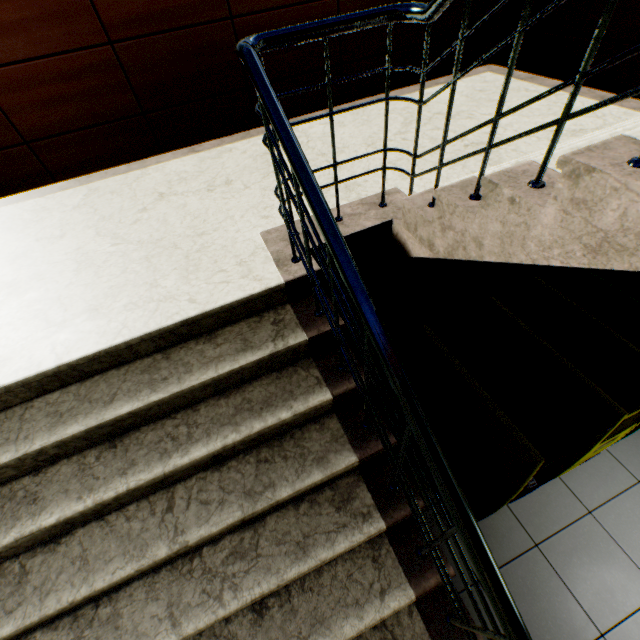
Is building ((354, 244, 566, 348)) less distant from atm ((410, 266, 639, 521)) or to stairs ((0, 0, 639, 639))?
stairs ((0, 0, 639, 639))

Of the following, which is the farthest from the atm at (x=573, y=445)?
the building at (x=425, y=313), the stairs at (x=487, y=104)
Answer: the building at (x=425, y=313)

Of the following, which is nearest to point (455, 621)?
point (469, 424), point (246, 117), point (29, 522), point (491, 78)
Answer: point (469, 424)

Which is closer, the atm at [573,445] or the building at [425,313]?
the atm at [573,445]

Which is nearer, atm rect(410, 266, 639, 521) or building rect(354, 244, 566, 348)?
atm rect(410, 266, 639, 521)

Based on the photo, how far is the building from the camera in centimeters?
252cm

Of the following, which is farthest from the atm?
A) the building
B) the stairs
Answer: the building
